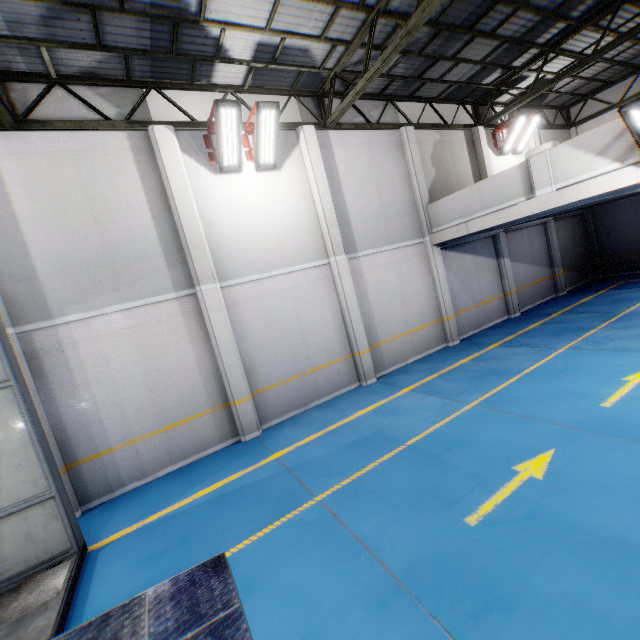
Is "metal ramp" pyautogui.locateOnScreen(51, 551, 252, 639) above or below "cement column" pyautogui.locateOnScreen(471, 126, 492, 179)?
below

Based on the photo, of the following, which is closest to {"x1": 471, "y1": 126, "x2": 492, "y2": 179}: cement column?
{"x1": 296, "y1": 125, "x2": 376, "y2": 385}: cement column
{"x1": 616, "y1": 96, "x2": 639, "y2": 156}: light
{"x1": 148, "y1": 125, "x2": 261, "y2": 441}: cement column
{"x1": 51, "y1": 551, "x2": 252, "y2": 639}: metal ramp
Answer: {"x1": 296, "y1": 125, "x2": 376, "y2": 385}: cement column

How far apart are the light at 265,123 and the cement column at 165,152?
0.7 meters

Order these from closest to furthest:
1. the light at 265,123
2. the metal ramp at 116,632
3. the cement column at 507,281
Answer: the metal ramp at 116,632
the light at 265,123
the cement column at 507,281

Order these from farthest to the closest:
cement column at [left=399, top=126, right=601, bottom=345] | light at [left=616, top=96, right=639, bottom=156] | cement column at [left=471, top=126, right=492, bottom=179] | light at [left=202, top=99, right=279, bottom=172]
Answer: cement column at [left=471, top=126, right=492, bottom=179], cement column at [left=399, top=126, right=601, bottom=345], light at [left=202, top=99, right=279, bottom=172], light at [left=616, top=96, right=639, bottom=156]

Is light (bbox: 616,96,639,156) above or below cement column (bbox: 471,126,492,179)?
below

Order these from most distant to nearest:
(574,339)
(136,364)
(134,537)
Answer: (574,339) < (136,364) < (134,537)

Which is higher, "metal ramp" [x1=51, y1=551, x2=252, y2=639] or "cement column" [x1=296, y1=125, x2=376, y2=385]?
"cement column" [x1=296, y1=125, x2=376, y2=385]
